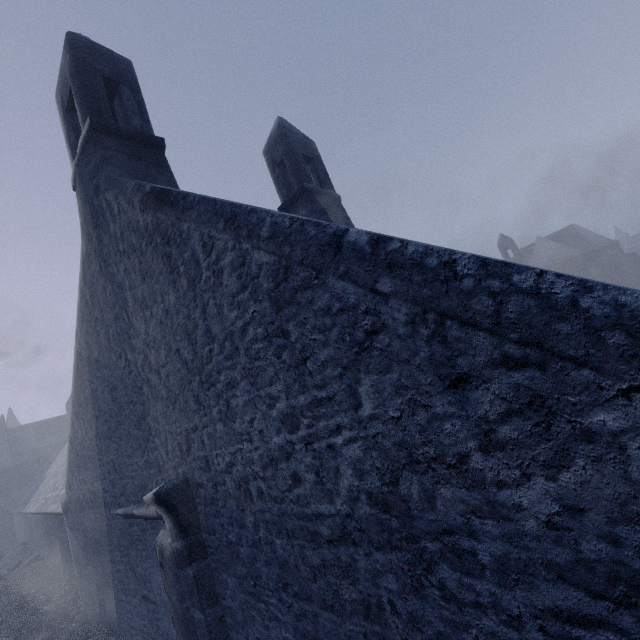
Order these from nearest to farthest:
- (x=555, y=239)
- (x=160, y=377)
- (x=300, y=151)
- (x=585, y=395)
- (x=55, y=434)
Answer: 1. (x=585, y=395)
2. (x=160, y=377)
3. (x=300, y=151)
4. (x=55, y=434)
5. (x=555, y=239)

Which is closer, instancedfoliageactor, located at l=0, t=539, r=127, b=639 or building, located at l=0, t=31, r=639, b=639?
building, located at l=0, t=31, r=639, b=639

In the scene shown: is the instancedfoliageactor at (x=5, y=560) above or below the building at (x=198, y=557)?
below

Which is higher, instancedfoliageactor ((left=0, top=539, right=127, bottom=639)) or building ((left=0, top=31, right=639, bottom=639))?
building ((left=0, top=31, right=639, bottom=639))

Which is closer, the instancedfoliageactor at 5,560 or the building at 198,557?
the building at 198,557
